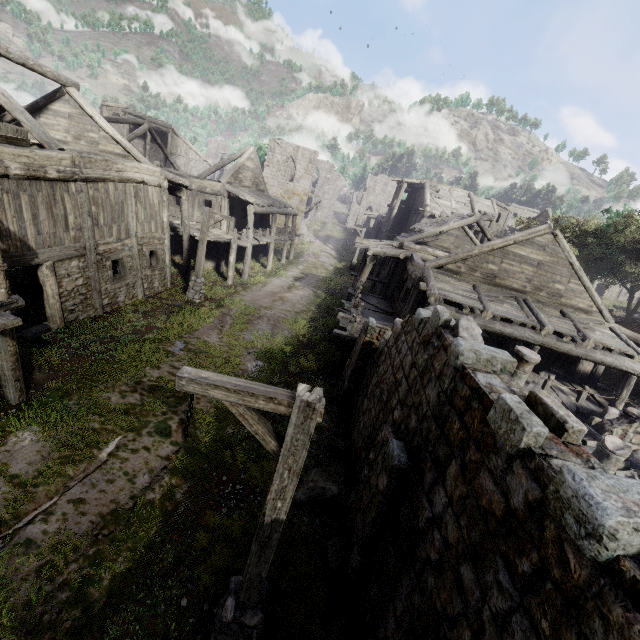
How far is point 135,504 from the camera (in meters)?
6.44

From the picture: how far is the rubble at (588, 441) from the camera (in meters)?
10.62

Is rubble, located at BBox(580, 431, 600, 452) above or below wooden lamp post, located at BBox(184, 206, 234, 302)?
above

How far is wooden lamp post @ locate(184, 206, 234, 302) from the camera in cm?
1545

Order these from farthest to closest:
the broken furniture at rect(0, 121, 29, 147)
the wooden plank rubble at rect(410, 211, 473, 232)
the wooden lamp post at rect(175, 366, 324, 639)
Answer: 1. the wooden plank rubble at rect(410, 211, 473, 232)
2. the broken furniture at rect(0, 121, 29, 147)
3. the wooden lamp post at rect(175, 366, 324, 639)

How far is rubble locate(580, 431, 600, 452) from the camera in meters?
10.6 m

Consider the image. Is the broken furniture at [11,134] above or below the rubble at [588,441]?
above

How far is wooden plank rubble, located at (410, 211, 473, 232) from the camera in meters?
23.6
